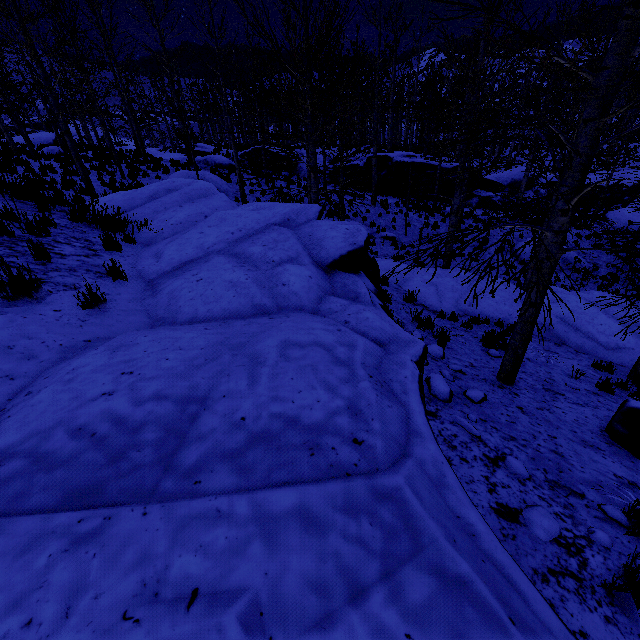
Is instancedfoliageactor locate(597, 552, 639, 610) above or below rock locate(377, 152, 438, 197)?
above

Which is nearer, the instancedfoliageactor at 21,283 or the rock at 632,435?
the instancedfoliageactor at 21,283

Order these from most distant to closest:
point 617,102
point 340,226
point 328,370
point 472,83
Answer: point 617,102 → point 472,83 → point 340,226 → point 328,370

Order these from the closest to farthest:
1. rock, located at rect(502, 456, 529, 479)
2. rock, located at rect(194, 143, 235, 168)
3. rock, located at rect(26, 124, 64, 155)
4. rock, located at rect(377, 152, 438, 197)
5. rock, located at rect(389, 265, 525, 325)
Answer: rock, located at rect(502, 456, 529, 479) → rock, located at rect(389, 265, 525, 325) → rock, located at rect(26, 124, 64, 155) → rock, located at rect(194, 143, 235, 168) → rock, located at rect(377, 152, 438, 197)

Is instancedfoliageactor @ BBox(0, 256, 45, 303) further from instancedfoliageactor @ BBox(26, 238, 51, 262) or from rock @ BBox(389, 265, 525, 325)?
rock @ BBox(389, 265, 525, 325)

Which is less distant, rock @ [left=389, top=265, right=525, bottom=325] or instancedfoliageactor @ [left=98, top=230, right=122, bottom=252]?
instancedfoliageactor @ [left=98, top=230, right=122, bottom=252]

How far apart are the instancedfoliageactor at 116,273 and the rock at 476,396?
5.3 meters

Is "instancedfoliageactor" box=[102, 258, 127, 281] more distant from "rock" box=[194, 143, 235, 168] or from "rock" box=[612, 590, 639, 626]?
"rock" box=[194, 143, 235, 168]
